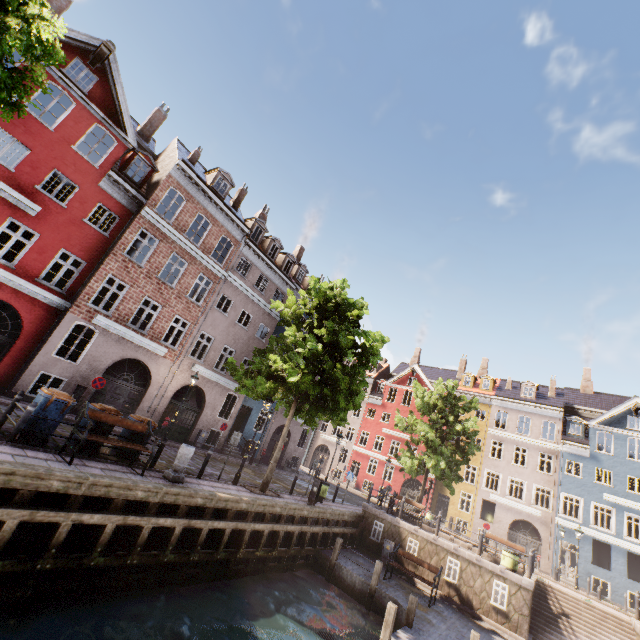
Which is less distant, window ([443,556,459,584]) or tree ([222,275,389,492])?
tree ([222,275,389,492])

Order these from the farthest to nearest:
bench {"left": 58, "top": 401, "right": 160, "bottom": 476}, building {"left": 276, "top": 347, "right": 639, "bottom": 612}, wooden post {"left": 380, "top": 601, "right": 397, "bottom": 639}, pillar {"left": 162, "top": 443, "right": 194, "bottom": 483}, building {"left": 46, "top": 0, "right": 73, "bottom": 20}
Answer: building {"left": 276, "top": 347, "right": 639, "bottom": 612}
building {"left": 46, "top": 0, "right": 73, "bottom": 20}
pillar {"left": 162, "top": 443, "right": 194, "bottom": 483}
wooden post {"left": 380, "top": 601, "right": 397, "bottom": 639}
bench {"left": 58, "top": 401, "right": 160, "bottom": 476}

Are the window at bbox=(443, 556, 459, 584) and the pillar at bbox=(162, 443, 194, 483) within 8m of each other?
no

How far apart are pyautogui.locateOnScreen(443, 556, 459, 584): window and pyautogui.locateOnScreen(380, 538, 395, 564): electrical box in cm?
251

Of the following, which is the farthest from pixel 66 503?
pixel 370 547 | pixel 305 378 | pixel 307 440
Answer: pixel 307 440

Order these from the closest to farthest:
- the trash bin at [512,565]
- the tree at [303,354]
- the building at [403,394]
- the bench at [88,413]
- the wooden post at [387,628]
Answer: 1. the bench at [88,413]
2. the wooden post at [387,628]
3. the tree at [303,354]
4. the trash bin at [512,565]
5. the building at [403,394]

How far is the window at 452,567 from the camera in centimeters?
1514cm

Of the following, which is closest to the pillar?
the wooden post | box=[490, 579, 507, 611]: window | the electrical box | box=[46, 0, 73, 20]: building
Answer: the wooden post
